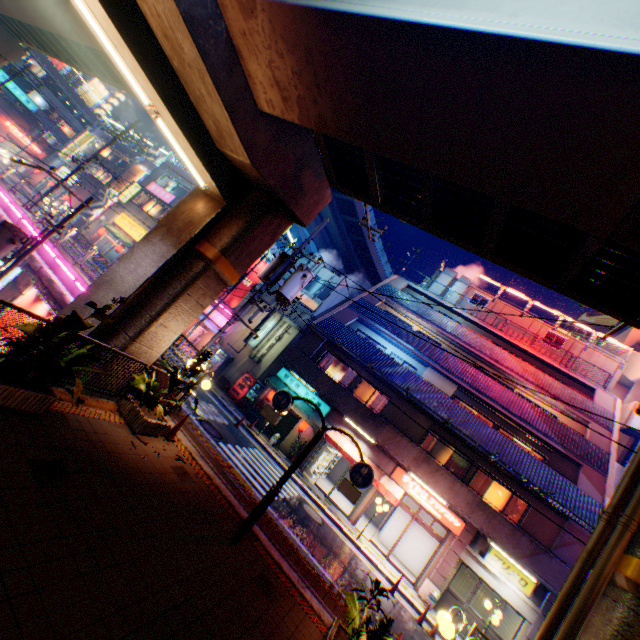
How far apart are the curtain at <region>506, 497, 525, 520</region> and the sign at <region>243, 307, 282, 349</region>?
18.39m

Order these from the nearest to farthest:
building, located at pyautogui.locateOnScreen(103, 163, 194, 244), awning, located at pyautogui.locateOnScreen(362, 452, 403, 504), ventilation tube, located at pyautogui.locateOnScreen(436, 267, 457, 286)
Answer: awning, located at pyautogui.locateOnScreen(362, 452, 403, 504) < ventilation tube, located at pyautogui.locateOnScreen(436, 267, 457, 286) < building, located at pyautogui.locateOnScreen(103, 163, 194, 244)

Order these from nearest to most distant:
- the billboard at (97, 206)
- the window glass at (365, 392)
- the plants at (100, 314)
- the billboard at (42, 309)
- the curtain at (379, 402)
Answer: the plants at (100, 314) < the billboard at (42, 309) < the curtain at (379, 402) < the window glass at (365, 392) < the billboard at (97, 206)

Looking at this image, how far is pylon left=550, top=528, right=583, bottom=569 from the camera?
14.00m

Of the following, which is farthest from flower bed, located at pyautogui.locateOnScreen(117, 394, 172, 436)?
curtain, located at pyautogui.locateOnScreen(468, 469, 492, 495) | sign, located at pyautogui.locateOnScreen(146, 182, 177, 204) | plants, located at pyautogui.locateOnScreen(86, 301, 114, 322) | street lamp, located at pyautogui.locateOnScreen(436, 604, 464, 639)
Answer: sign, located at pyautogui.locateOnScreen(146, 182, 177, 204)

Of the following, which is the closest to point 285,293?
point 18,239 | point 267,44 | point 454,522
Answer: point 267,44

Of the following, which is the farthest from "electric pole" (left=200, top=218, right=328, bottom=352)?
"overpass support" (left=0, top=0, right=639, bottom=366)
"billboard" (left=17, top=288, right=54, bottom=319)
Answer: "billboard" (left=17, top=288, right=54, bottom=319)

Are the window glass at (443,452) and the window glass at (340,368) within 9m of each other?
yes
